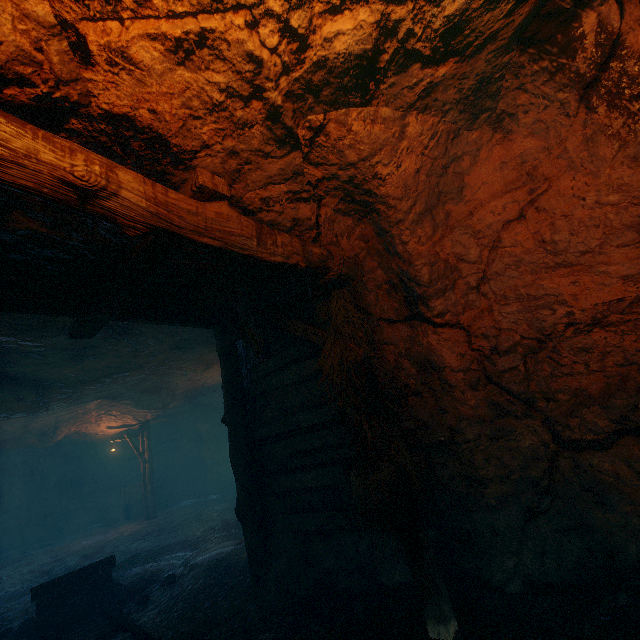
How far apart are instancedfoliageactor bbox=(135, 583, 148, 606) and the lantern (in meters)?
12.07

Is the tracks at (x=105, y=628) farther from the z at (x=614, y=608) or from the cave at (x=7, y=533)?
the cave at (x=7, y=533)

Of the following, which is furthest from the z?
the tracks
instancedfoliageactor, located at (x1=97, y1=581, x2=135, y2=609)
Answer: instancedfoliageactor, located at (x1=97, y1=581, x2=135, y2=609)

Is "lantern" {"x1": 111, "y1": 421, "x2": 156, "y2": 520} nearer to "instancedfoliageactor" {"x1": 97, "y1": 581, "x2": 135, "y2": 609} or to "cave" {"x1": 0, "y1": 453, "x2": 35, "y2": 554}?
"cave" {"x1": 0, "y1": 453, "x2": 35, "y2": 554}

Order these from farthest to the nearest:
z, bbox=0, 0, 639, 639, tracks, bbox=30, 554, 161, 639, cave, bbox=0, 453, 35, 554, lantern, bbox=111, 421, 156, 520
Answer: cave, bbox=0, 453, 35, 554 < lantern, bbox=111, 421, 156, 520 < tracks, bbox=30, 554, 161, 639 < z, bbox=0, 0, 639, 639

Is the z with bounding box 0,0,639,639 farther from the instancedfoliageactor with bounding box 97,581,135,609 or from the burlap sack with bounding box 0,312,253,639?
the instancedfoliageactor with bounding box 97,581,135,609

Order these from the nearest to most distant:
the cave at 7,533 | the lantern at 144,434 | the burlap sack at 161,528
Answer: the burlap sack at 161,528 < the lantern at 144,434 < the cave at 7,533

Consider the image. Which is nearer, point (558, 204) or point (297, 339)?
point (558, 204)
